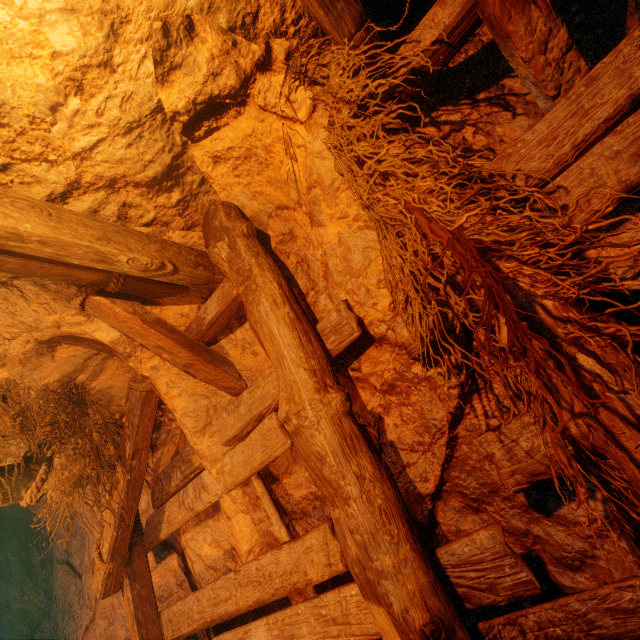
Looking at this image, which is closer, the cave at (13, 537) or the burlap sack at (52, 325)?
the burlap sack at (52, 325)

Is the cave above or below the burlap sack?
below

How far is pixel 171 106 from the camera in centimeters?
180cm

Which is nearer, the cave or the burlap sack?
the burlap sack

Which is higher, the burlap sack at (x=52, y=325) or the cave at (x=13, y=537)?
the burlap sack at (x=52, y=325)
